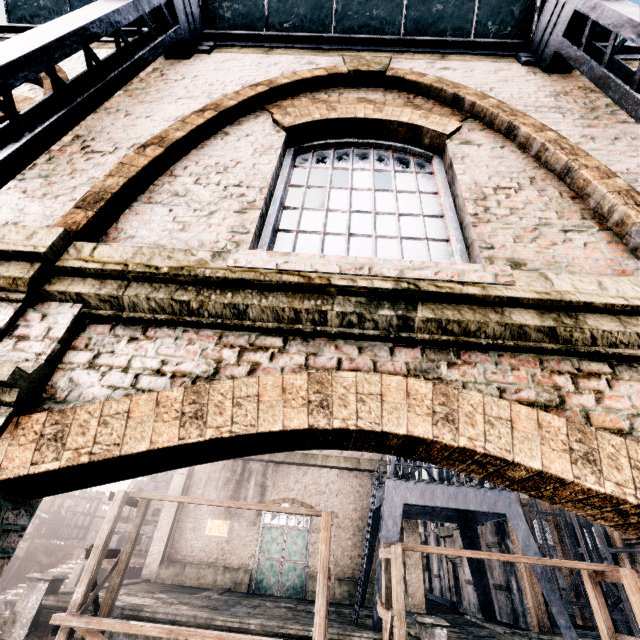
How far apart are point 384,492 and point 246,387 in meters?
20.2

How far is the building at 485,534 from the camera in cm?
2214

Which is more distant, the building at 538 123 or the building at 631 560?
the building at 631 560

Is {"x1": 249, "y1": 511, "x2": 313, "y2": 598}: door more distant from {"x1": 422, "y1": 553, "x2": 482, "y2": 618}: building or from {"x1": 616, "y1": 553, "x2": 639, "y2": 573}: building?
{"x1": 616, "y1": 553, "x2": 639, "y2": 573}: building

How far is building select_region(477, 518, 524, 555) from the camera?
22.1m

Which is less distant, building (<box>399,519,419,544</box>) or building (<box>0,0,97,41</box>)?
building (<box>0,0,97,41</box>)

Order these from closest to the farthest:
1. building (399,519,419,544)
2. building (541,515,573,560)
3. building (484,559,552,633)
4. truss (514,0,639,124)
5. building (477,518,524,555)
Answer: truss (514,0,639,124) < building (484,559,552,633) < building (477,518,524,555) < building (399,519,419,544) < building (541,515,573,560)

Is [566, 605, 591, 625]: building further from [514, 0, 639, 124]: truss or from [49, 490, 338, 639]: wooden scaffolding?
[514, 0, 639, 124]: truss
